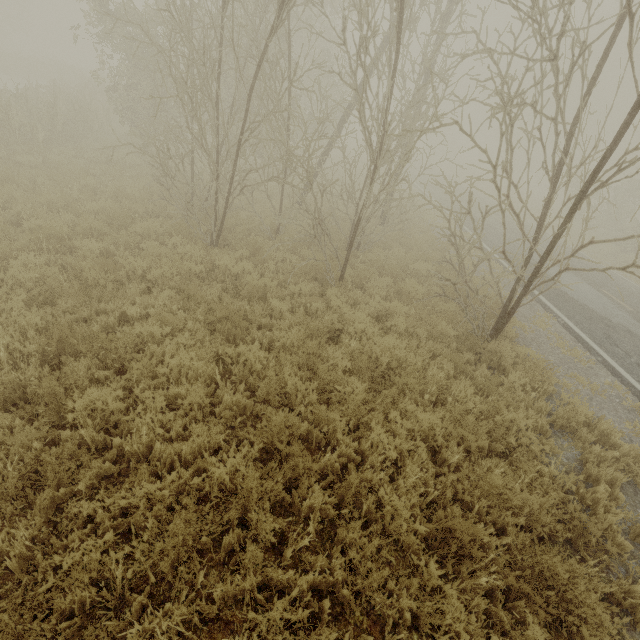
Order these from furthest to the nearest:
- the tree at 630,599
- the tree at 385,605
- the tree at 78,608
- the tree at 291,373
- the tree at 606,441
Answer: → the tree at 291,373 < the tree at 606,441 < the tree at 630,599 < the tree at 385,605 < the tree at 78,608

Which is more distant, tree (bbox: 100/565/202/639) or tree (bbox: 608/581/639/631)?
tree (bbox: 608/581/639/631)

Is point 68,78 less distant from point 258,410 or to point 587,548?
point 258,410

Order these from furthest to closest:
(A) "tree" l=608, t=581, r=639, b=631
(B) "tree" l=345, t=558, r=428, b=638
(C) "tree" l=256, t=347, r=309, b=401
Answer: (C) "tree" l=256, t=347, r=309, b=401, (A) "tree" l=608, t=581, r=639, b=631, (B) "tree" l=345, t=558, r=428, b=638

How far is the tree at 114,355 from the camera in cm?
465

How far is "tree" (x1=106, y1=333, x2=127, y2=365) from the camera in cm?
465

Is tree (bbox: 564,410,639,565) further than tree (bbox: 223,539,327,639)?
Yes

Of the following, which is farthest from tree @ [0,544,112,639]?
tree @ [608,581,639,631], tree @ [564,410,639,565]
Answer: tree @ [564,410,639,565]
